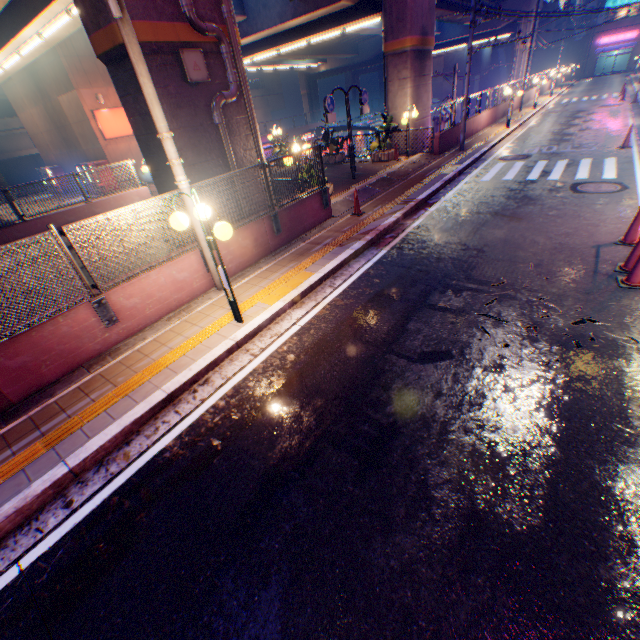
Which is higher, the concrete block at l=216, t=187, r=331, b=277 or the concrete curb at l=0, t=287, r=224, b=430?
the concrete block at l=216, t=187, r=331, b=277

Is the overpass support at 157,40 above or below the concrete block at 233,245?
above

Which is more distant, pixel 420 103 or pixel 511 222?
pixel 420 103

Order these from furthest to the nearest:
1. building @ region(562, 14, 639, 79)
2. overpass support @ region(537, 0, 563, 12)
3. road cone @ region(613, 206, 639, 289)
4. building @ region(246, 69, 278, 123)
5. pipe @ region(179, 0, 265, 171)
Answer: building @ region(246, 69, 278, 123) → building @ region(562, 14, 639, 79) → overpass support @ region(537, 0, 563, 12) → pipe @ region(179, 0, 265, 171) → road cone @ region(613, 206, 639, 289)

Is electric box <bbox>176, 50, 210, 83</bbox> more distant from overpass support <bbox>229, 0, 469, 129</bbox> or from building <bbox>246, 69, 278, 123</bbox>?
building <bbox>246, 69, 278, 123</bbox>

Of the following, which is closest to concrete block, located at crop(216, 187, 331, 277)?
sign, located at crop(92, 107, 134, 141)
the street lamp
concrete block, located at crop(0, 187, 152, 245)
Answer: the street lamp

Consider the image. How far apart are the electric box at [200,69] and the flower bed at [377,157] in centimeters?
1082cm

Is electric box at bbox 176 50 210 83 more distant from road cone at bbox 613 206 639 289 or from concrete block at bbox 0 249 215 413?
road cone at bbox 613 206 639 289
